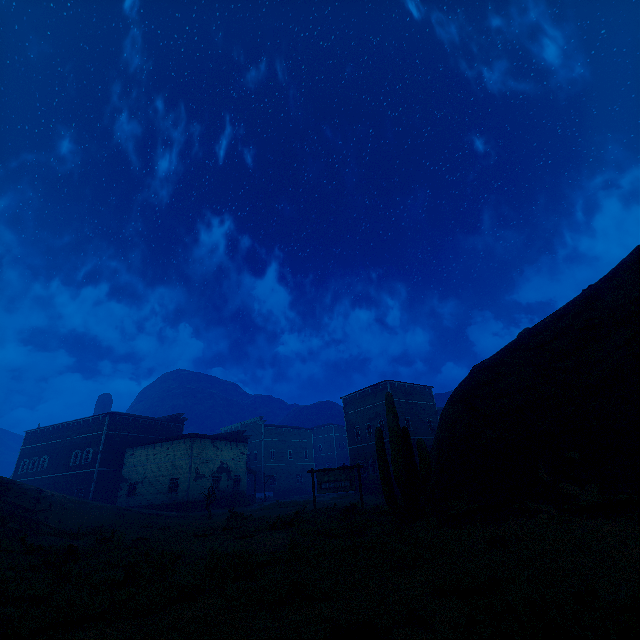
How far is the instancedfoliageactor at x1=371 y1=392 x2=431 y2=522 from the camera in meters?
10.0

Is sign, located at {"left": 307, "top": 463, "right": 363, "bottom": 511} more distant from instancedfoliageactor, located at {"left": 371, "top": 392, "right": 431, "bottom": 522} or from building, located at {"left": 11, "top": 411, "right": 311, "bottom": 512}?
building, located at {"left": 11, "top": 411, "right": 311, "bottom": 512}

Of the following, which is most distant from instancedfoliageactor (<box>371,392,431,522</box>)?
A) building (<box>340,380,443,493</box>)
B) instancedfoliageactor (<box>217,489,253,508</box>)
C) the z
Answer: instancedfoliageactor (<box>217,489,253,508</box>)

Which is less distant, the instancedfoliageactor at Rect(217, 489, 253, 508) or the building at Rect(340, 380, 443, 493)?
the instancedfoliageactor at Rect(217, 489, 253, 508)

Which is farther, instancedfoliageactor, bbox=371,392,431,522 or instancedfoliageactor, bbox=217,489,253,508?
instancedfoliageactor, bbox=217,489,253,508

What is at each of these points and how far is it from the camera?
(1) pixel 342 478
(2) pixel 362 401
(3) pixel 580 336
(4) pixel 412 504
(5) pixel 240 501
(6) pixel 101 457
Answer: (1) sign, 18.4m
(2) building, 38.6m
(3) z, 10.9m
(4) instancedfoliageactor, 10.1m
(5) instancedfoliageactor, 34.4m
(6) building, 36.6m

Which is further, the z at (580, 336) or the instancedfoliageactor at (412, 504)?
the instancedfoliageactor at (412, 504)

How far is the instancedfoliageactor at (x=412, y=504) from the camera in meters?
10.0 m
